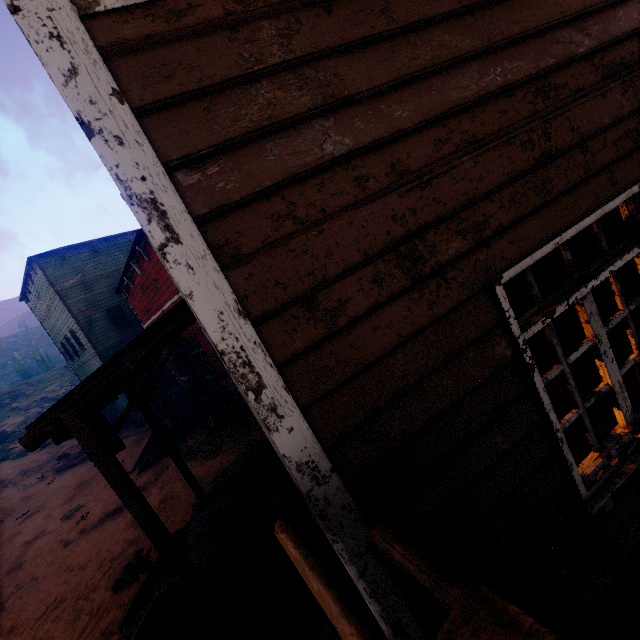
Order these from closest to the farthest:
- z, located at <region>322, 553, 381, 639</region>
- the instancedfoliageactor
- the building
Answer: the building < z, located at <region>322, 553, 381, 639</region> < the instancedfoliageactor

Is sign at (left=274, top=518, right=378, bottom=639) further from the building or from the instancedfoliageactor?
the instancedfoliageactor

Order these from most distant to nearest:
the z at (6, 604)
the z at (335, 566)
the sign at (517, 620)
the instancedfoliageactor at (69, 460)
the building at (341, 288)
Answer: the instancedfoliageactor at (69, 460) < the z at (6, 604) < the z at (335, 566) < the building at (341, 288) < the sign at (517, 620)

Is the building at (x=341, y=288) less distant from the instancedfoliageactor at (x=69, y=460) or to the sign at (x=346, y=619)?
the sign at (x=346, y=619)

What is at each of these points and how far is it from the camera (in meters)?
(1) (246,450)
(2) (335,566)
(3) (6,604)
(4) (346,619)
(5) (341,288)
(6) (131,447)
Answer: (1) z, 8.62
(2) z, 4.32
(3) z, 7.88
(4) sign, 0.73
(5) building, 1.43
(6) z, 15.70

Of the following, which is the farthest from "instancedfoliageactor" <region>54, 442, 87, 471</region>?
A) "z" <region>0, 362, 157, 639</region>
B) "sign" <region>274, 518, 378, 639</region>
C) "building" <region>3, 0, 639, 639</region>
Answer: "sign" <region>274, 518, 378, 639</region>

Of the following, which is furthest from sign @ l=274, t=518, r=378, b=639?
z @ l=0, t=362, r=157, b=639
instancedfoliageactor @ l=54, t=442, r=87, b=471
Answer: instancedfoliageactor @ l=54, t=442, r=87, b=471
